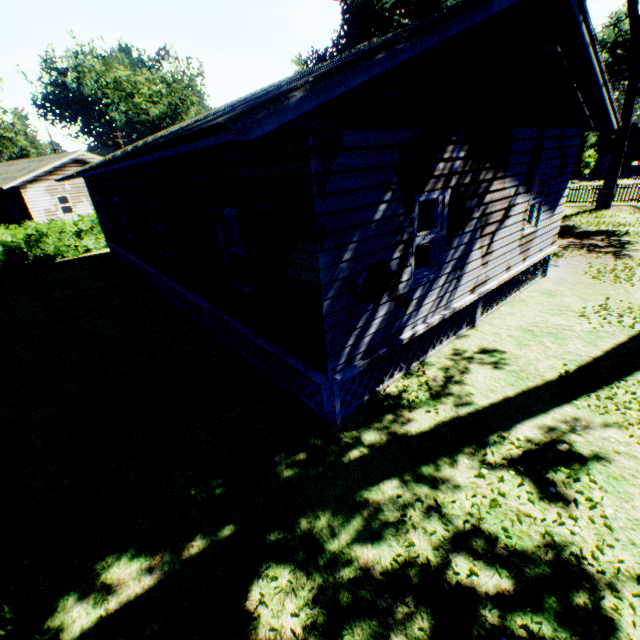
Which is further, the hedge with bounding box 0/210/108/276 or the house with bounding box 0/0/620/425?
the hedge with bounding box 0/210/108/276

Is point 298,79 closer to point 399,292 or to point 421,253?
point 399,292

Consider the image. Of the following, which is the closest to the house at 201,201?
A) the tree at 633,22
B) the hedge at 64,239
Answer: the hedge at 64,239

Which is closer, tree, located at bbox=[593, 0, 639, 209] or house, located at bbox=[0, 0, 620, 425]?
house, located at bbox=[0, 0, 620, 425]

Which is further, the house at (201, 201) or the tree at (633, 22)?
the tree at (633, 22)

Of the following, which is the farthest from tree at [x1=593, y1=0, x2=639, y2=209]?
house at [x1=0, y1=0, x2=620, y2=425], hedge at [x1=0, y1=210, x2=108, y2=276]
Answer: house at [x1=0, y1=0, x2=620, y2=425]

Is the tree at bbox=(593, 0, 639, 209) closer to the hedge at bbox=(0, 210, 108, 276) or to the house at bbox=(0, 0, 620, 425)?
the hedge at bbox=(0, 210, 108, 276)
